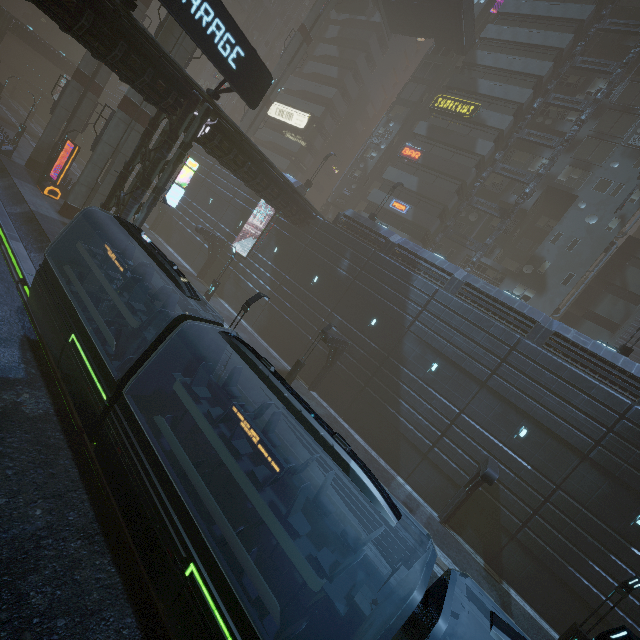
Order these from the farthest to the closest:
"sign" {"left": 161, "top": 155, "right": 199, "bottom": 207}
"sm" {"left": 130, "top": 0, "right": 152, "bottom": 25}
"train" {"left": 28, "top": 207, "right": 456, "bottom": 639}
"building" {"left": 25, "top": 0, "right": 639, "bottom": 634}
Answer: "sm" {"left": 130, "top": 0, "right": 152, "bottom": 25} < "sign" {"left": 161, "top": 155, "right": 199, "bottom": 207} < "building" {"left": 25, "top": 0, "right": 639, "bottom": 634} < "train" {"left": 28, "top": 207, "right": 456, "bottom": 639}

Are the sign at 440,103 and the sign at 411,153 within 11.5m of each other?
yes

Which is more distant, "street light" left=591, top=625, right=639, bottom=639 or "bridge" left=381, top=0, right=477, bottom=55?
"bridge" left=381, top=0, right=477, bottom=55

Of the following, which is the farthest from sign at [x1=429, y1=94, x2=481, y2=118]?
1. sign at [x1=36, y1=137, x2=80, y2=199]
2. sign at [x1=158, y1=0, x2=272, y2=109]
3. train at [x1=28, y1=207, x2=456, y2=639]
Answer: train at [x1=28, y1=207, x2=456, y2=639]

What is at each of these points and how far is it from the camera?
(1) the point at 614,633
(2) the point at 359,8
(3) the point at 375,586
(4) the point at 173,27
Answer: (1) street light, 7.16m
(2) bridge, 44.44m
(3) building, 11.23m
(4) sm, 22.61m

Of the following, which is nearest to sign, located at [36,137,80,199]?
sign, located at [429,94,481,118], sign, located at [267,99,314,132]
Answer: sign, located at [267,99,314,132]

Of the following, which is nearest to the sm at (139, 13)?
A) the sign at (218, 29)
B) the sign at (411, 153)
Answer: the sign at (218, 29)

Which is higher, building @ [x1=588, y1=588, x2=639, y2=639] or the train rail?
building @ [x1=588, y1=588, x2=639, y2=639]
